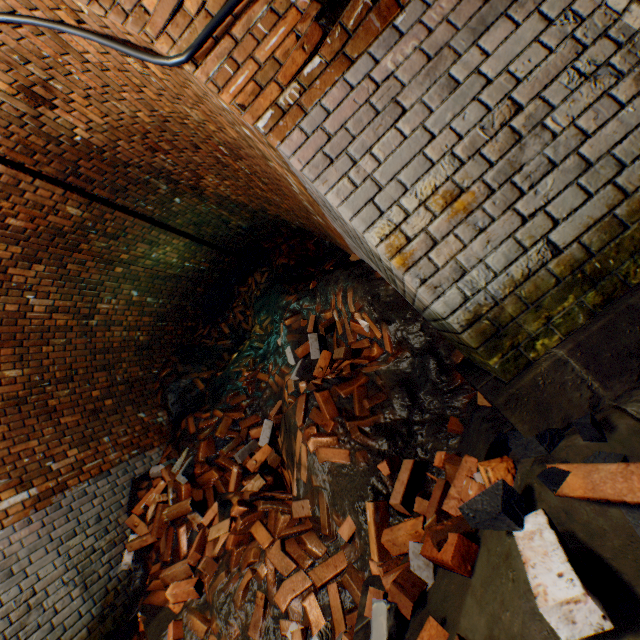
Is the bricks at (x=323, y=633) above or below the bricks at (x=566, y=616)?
below

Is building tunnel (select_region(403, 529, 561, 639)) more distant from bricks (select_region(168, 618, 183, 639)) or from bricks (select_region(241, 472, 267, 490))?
bricks (select_region(241, 472, 267, 490))

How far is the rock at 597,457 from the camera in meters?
1.0 m

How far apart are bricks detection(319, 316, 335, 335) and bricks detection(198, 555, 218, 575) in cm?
204

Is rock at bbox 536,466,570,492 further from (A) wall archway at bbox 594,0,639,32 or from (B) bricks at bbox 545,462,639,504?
(A) wall archway at bbox 594,0,639,32

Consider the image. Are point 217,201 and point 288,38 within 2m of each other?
no

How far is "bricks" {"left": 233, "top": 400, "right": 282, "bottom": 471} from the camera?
3.3 meters

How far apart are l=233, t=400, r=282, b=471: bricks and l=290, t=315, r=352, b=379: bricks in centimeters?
48cm
